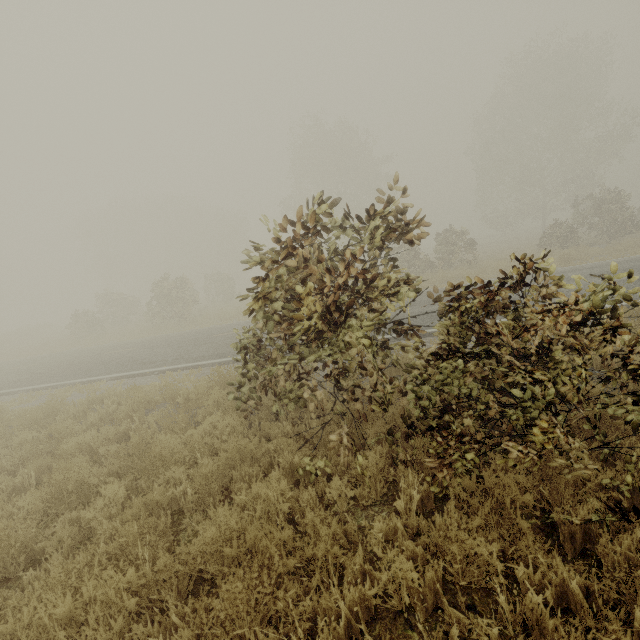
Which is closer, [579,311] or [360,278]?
[579,311]
